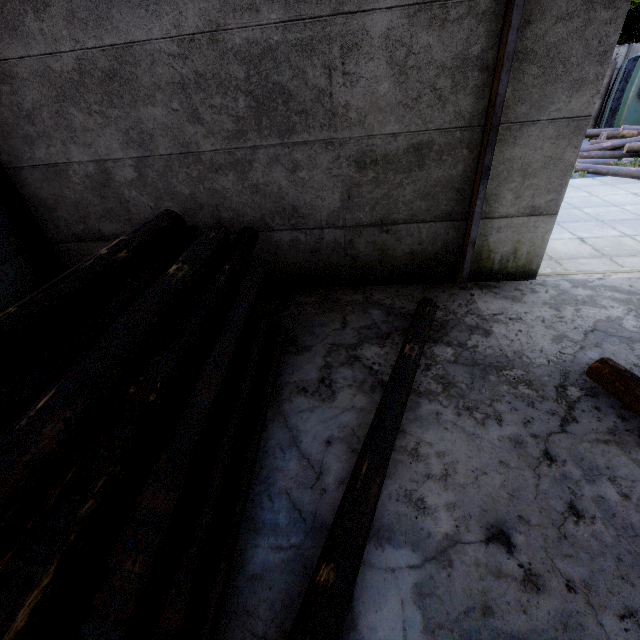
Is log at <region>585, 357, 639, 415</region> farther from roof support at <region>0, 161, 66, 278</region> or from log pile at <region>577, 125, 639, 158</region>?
log pile at <region>577, 125, 639, 158</region>

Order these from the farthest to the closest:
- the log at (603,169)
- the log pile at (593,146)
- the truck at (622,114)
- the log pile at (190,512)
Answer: the truck at (622,114) < the log pile at (593,146) < the log at (603,169) < the log pile at (190,512)

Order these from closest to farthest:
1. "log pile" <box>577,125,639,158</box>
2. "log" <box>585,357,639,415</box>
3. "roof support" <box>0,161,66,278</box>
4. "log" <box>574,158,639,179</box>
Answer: "log" <box>585,357,639,415</box>, "roof support" <box>0,161,66,278</box>, "log" <box>574,158,639,179</box>, "log pile" <box>577,125,639,158</box>

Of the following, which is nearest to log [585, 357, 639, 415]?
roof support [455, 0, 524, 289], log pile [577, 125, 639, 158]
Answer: roof support [455, 0, 524, 289]

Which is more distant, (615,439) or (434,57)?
(434,57)

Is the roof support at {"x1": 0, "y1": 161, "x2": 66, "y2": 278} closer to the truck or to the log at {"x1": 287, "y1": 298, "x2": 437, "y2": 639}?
the log at {"x1": 287, "y1": 298, "x2": 437, "y2": 639}

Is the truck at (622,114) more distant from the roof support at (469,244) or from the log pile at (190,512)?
the log pile at (190,512)

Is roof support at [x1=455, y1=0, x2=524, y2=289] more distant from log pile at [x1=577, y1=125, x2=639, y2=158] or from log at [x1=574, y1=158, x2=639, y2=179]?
log pile at [x1=577, y1=125, x2=639, y2=158]
